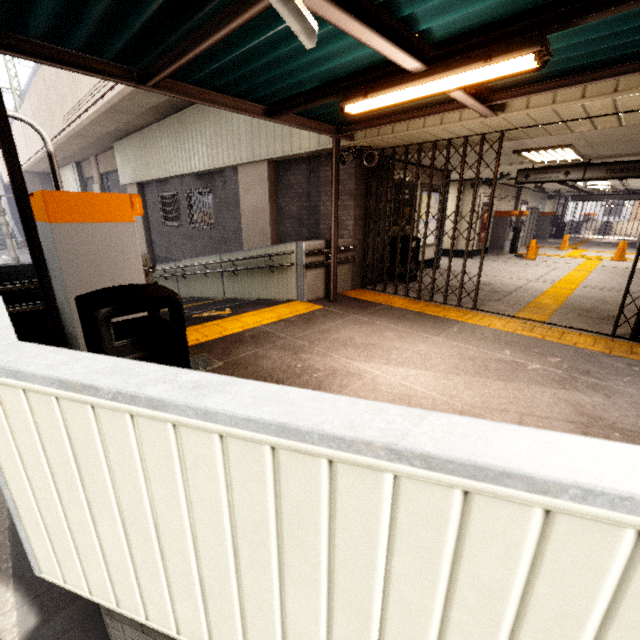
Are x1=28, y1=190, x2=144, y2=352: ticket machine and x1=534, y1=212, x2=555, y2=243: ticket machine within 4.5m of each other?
no

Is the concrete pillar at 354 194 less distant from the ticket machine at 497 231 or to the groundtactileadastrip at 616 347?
the groundtactileadastrip at 616 347

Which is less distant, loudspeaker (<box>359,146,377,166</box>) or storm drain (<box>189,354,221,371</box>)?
storm drain (<box>189,354,221,371</box>)

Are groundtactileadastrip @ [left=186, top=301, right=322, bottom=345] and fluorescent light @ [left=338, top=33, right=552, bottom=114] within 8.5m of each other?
yes

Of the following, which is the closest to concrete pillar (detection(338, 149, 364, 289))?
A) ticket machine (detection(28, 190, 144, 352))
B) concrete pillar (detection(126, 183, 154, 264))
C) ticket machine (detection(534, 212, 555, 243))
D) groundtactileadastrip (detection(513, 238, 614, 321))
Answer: groundtactileadastrip (detection(513, 238, 614, 321))

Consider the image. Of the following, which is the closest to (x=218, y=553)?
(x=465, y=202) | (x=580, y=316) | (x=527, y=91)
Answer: (x=527, y=91)

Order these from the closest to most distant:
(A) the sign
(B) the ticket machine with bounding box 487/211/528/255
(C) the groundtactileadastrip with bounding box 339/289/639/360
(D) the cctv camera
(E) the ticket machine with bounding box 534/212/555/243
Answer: (D) the cctv camera
(C) the groundtactileadastrip with bounding box 339/289/639/360
(A) the sign
(B) the ticket machine with bounding box 487/211/528/255
(E) the ticket machine with bounding box 534/212/555/243

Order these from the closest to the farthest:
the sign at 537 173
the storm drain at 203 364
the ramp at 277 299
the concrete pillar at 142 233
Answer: the storm drain at 203 364
the ramp at 277 299
the sign at 537 173
the concrete pillar at 142 233
